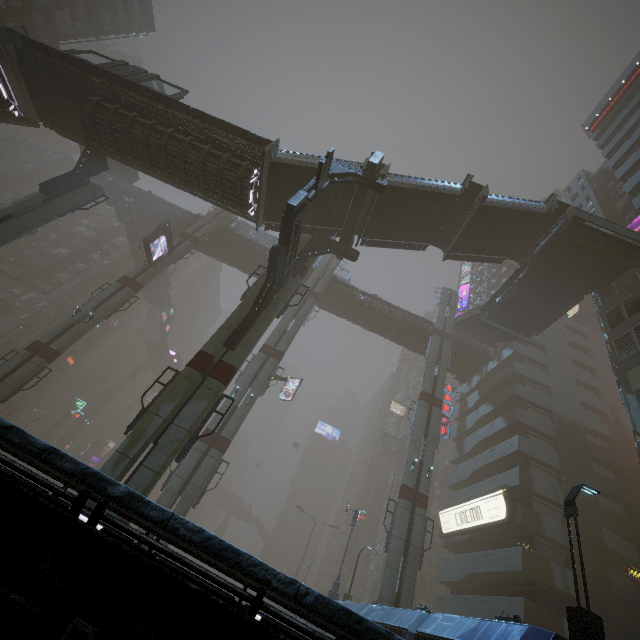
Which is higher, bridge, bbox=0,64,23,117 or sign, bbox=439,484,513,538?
bridge, bbox=0,64,23,117

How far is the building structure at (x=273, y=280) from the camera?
16.2m

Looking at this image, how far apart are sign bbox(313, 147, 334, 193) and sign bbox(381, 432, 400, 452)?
52.1m

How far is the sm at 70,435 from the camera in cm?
5716

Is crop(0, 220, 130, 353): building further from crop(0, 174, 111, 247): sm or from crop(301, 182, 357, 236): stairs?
crop(301, 182, 357, 236): stairs

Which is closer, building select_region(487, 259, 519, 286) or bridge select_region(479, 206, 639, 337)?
bridge select_region(479, 206, 639, 337)

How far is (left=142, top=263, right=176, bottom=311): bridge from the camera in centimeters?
5362cm

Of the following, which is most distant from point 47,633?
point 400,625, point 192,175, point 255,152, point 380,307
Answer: point 380,307
